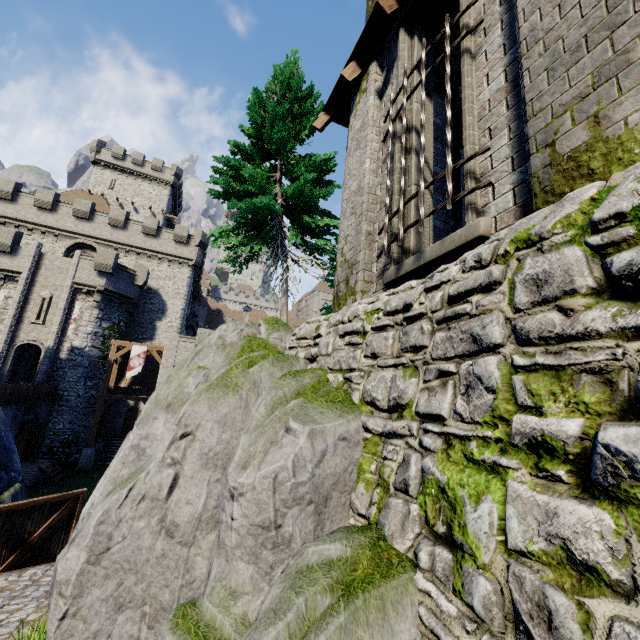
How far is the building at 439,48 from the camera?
8.2m

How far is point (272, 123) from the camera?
11.44m

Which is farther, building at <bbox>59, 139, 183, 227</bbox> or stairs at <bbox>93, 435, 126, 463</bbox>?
building at <bbox>59, 139, 183, 227</bbox>

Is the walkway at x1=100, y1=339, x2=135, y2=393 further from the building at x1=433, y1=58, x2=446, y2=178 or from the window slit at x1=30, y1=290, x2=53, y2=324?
the building at x1=433, y1=58, x2=446, y2=178

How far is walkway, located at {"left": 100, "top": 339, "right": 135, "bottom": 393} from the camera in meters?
25.3

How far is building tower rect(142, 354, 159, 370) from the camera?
31.44m

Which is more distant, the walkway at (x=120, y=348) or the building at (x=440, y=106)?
the walkway at (x=120, y=348)

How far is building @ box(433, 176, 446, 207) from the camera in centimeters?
799cm
